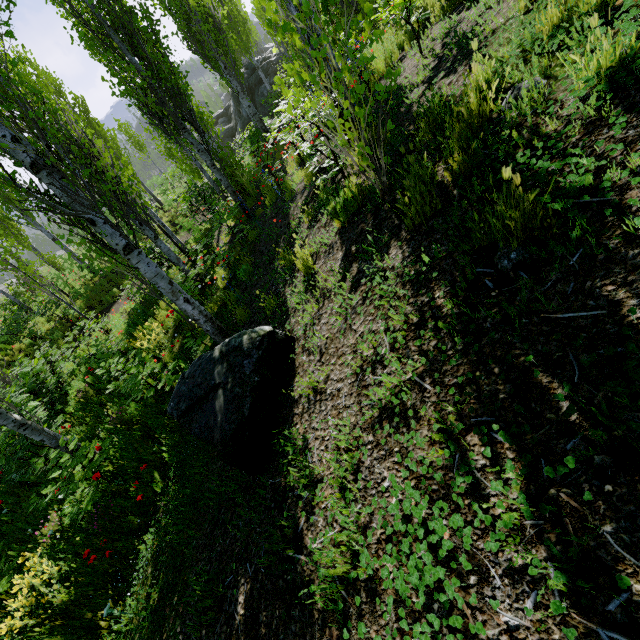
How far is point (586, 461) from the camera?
1.3 meters

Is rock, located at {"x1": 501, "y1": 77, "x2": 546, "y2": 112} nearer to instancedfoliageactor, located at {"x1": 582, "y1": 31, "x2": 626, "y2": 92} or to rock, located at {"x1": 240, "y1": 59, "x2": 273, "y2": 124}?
instancedfoliageactor, located at {"x1": 582, "y1": 31, "x2": 626, "y2": 92}

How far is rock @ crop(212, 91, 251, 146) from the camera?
27.1m

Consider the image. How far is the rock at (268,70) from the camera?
25.1 meters

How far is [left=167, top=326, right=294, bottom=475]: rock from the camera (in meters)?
2.71

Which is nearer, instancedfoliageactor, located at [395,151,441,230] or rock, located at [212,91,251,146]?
instancedfoliageactor, located at [395,151,441,230]

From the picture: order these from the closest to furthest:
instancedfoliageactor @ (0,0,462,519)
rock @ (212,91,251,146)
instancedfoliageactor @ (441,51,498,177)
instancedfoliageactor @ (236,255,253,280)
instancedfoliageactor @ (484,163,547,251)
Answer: instancedfoliageactor @ (484,163,547,251), instancedfoliageactor @ (441,51,498,177), instancedfoliageactor @ (0,0,462,519), instancedfoliageactor @ (236,255,253,280), rock @ (212,91,251,146)

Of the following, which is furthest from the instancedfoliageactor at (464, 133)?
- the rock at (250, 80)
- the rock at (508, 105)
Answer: the rock at (250, 80)
